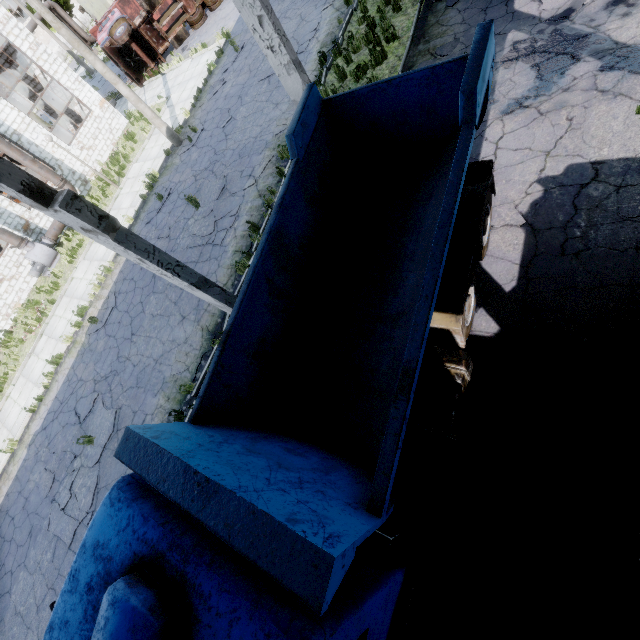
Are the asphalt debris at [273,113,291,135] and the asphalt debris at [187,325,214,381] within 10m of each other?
yes

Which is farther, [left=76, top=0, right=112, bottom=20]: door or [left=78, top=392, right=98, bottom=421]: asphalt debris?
[left=76, top=0, right=112, bottom=20]: door

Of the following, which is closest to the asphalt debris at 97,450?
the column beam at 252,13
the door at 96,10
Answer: the column beam at 252,13

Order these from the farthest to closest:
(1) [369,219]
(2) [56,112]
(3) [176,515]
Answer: (2) [56,112]
(1) [369,219]
(3) [176,515]

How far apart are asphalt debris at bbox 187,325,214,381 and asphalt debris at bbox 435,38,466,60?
9.1m

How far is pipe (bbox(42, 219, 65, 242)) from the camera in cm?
1777

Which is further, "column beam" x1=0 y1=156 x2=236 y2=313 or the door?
the door

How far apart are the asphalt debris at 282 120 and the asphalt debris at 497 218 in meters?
Result: 7.6
